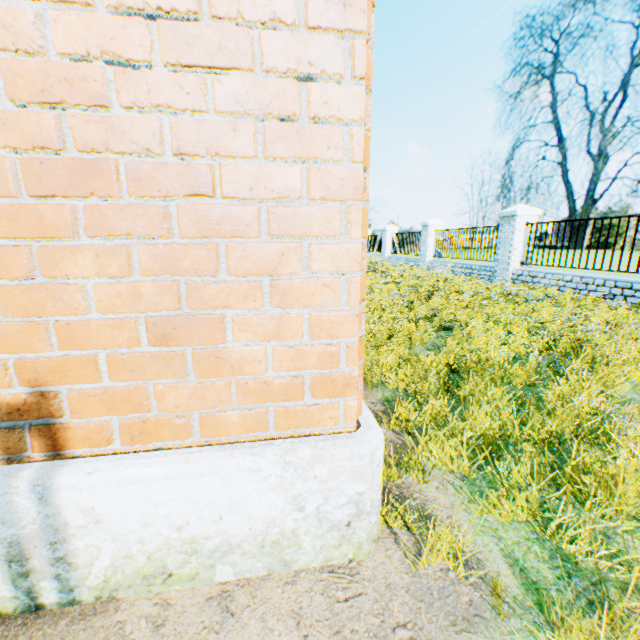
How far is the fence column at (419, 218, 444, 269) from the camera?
15.2 meters

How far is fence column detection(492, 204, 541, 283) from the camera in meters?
9.9

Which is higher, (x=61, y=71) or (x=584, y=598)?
(x=61, y=71)

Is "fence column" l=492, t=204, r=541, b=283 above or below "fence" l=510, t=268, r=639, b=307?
above

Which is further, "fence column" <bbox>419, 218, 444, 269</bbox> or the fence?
"fence column" <bbox>419, 218, 444, 269</bbox>

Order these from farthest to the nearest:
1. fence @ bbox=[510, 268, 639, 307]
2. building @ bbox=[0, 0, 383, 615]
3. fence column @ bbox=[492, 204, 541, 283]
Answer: fence column @ bbox=[492, 204, 541, 283], fence @ bbox=[510, 268, 639, 307], building @ bbox=[0, 0, 383, 615]

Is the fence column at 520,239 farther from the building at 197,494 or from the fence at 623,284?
the building at 197,494

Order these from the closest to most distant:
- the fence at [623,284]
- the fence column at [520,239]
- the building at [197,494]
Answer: the building at [197,494]
the fence at [623,284]
the fence column at [520,239]
